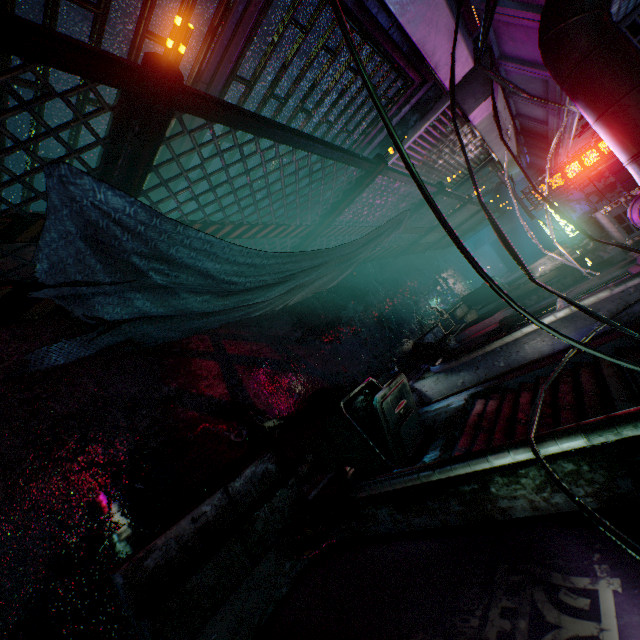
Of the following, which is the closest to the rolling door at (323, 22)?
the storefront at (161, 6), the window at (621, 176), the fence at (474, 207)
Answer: the storefront at (161, 6)

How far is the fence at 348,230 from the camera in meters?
3.2

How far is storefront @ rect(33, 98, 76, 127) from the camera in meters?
1.8

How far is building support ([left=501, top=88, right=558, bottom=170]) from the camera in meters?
4.7 m

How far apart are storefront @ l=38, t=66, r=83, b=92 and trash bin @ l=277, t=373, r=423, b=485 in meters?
2.3

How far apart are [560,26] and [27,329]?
3.7 meters

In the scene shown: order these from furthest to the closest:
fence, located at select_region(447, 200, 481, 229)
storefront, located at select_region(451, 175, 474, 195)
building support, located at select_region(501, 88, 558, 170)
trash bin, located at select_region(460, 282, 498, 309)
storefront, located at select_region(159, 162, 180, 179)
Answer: trash bin, located at select_region(460, 282, 498, 309)
storefront, located at select_region(451, 175, 474, 195)
fence, located at select_region(447, 200, 481, 229)
building support, located at select_region(501, 88, 558, 170)
storefront, located at select_region(159, 162, 180, 179)

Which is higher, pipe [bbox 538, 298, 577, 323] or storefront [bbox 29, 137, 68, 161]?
pipe [bbox 538, 298, 577, 323]
